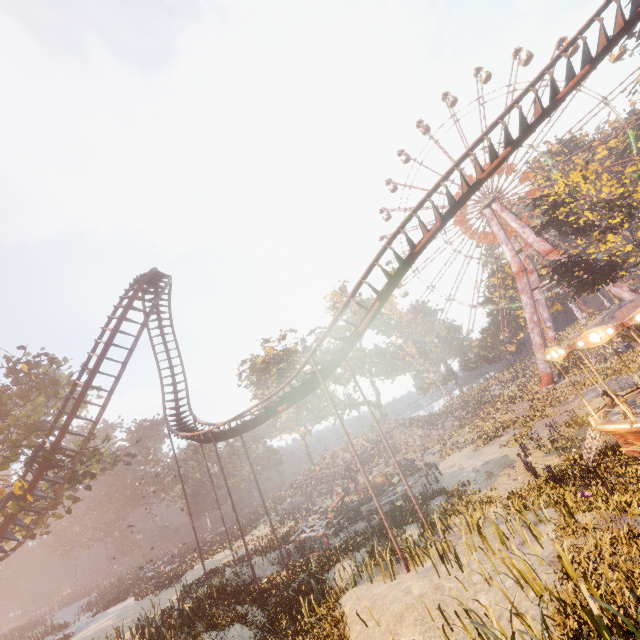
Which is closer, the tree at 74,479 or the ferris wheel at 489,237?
the tree at 74,479

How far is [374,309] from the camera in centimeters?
1454cm

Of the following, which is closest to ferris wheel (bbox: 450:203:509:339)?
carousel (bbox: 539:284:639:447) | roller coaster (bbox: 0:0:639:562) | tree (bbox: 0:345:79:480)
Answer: carousel (bbox: 539:284:639:447)

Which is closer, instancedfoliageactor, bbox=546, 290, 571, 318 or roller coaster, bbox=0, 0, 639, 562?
roller coaster, bbox=0, 0, 639, 562

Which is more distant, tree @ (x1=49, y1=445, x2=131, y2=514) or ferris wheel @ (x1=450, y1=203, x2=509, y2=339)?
ferris wheel @ (x1=450, y1=203, x2=509, y2=339)

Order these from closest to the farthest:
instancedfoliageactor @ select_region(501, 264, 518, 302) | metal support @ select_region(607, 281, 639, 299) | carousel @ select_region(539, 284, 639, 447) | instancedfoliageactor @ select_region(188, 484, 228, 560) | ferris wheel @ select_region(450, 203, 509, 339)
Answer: carousel @ select_region(539, 284, 639, 447), instancedfoliageactor @ select_region(188, 484, 228, 560), metal support @ select_region(607, 281, 639, 299), ferris wheel @ select_region(450, 203, 509, 339), instancedfoliageactor @ select_region(501, 264, 518, 302)

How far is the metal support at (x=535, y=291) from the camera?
43.7 meters

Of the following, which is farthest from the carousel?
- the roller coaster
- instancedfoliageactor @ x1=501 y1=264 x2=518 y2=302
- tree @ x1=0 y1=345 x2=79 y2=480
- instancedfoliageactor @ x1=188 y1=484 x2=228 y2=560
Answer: instancedfoliageactor @ x1=188 y1=484 x2=228 y2=560
